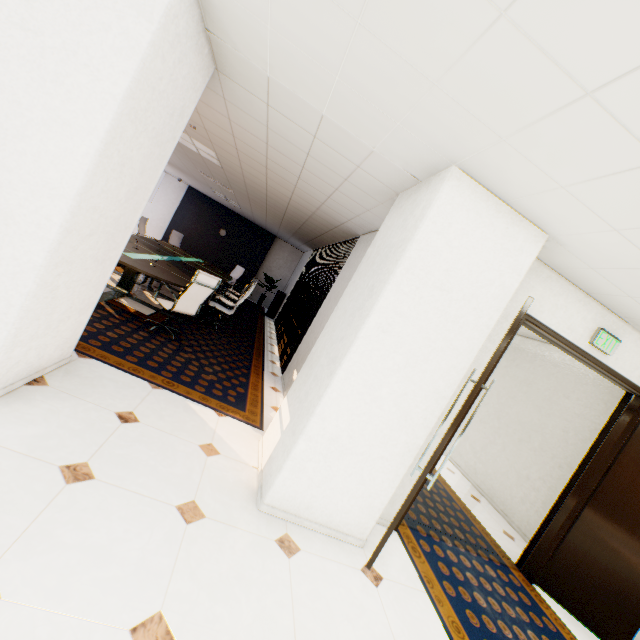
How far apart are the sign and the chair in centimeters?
464cm

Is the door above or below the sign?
below

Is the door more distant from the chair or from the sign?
the chair

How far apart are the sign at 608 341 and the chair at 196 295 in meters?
4.6

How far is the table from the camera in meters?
5.0

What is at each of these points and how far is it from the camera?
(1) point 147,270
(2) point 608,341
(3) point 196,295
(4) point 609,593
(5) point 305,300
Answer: (1) table, 4.9 meters
(2) sign, 3.3 meters
(3) chair, 4.8 meters
(4) door, 3.4 meters
(5) blinds, 7.9 meters

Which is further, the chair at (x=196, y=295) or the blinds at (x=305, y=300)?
the blinds at (x=305, y=300)

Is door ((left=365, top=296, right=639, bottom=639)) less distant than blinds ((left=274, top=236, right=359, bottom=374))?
Yes
